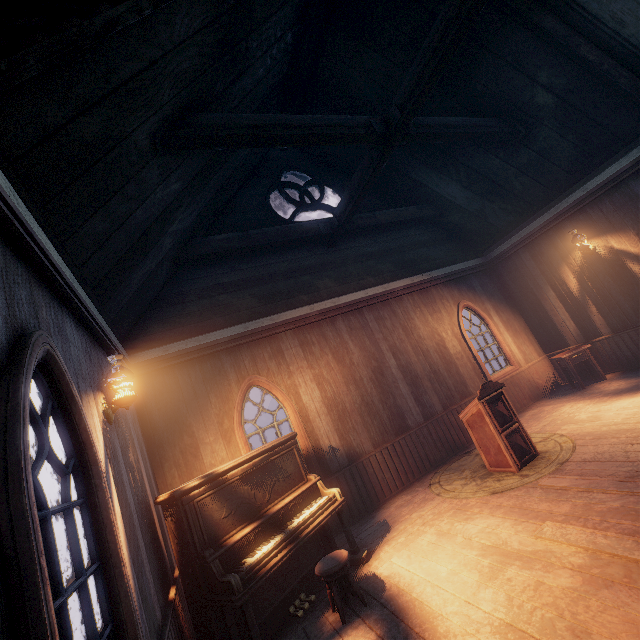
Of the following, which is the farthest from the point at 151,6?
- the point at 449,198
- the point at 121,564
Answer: the point at 449,198

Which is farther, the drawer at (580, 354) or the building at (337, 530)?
the drawer at (580, 354)

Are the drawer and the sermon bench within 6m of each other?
yes

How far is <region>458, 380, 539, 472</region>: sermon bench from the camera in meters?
4.9 m

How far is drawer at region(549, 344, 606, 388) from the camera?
7.50m

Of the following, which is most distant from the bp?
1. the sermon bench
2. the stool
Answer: the sermon bench

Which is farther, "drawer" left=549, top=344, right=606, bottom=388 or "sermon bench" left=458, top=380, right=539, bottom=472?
"drawer" left=549, top=344, right=606, bottom=388

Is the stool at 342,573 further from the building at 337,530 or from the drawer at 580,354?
the drawer at 580,354
